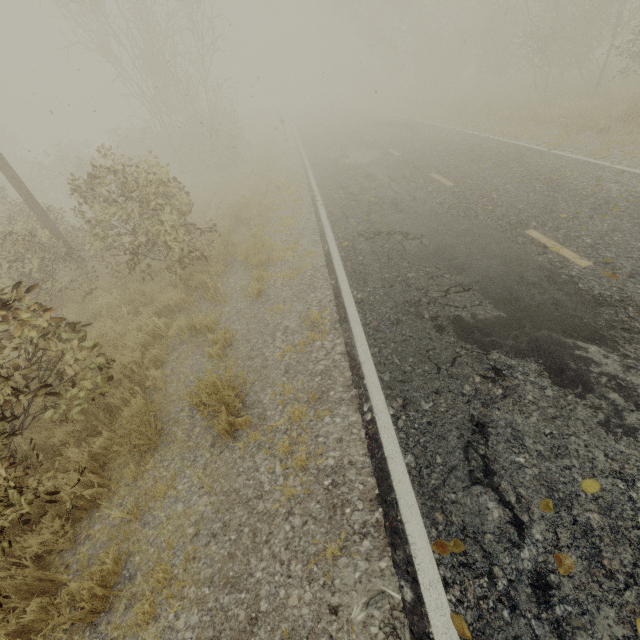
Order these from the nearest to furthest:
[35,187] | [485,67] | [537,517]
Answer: [537,517] → [35,187] → [485,67]

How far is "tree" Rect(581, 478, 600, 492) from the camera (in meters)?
2.64

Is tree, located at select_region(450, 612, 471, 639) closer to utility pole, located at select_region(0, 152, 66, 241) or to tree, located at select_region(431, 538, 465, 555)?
utility pole, located at select_region(0, 152, 66, 241)

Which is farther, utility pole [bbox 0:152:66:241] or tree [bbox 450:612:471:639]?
utility pole [bbox 0:152:66:241]

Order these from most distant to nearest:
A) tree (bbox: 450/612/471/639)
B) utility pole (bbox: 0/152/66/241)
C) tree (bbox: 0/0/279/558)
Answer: utility pole (bbox: 0/152/66/241) < tree (bbox: 0/0/279/558) < tree (bbox: 450/612/471/639)

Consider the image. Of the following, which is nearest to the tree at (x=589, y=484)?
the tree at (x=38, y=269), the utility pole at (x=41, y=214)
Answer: the tree at (x=38, y=269)

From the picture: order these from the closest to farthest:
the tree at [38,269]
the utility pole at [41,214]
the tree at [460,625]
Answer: the tree at [460,625] < the tree at [38,269] < the utility pole at [41,214]
